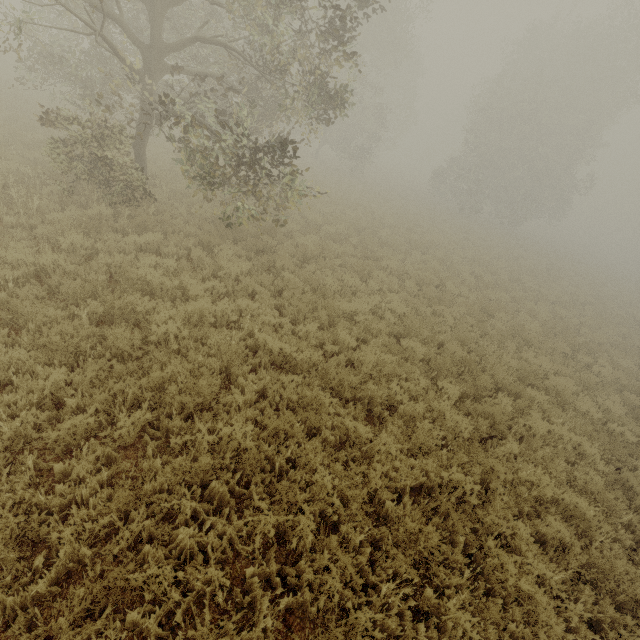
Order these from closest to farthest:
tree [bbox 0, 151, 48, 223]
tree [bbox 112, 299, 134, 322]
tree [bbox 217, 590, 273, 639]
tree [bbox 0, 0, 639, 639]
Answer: tree [bbox 217, 590, 273, 639], tree [bbox 0, 0, 639, 639], tree [bbox 112, 299, 134, 322], tree [bbox 0, 151, 48, 223]

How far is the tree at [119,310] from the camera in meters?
6.0

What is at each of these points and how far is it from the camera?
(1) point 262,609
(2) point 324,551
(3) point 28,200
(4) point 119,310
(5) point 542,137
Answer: (1) tree, 3.42m
(2) tree, 3.87m
(3) tree, 7.88m
(4) tree, 6.15m
(5) tree, 29.02m

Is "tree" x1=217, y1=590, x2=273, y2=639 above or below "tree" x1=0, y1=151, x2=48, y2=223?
below

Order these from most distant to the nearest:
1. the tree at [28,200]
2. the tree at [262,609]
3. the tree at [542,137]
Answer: the tree at [28,200] < the tree at [542,137] < the tree at [262,609]

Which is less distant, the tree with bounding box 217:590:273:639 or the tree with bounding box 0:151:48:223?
the tree with bounding box 217:590:273:639

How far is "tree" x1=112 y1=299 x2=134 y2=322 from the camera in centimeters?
597cm
